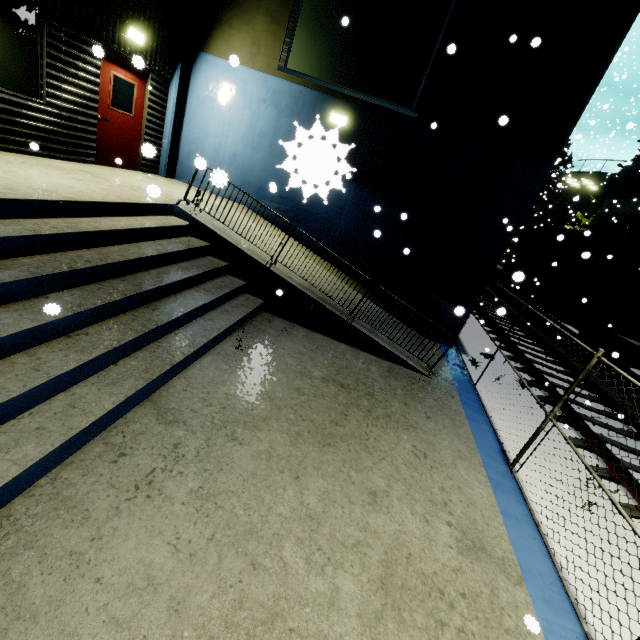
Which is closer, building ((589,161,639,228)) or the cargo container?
building ((589,161,639,228))

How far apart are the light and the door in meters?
0.3

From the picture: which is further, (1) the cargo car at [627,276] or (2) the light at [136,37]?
(1) the cargo car at [627,276]

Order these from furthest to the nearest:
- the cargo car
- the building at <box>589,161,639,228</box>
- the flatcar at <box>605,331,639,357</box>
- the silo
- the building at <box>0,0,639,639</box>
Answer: the silo → the building at <box>589,161,639,228</box> → the cargo car → the flatcar at <box>605,331,639,357</box> → the building at <box>0,0,639,639</box>

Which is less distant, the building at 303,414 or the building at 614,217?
the building at 303,414

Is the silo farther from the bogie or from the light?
the light

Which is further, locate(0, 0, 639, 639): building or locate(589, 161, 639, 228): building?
locate(589, 161, 639, 228): building

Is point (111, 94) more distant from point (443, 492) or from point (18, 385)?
point (443, 492)
